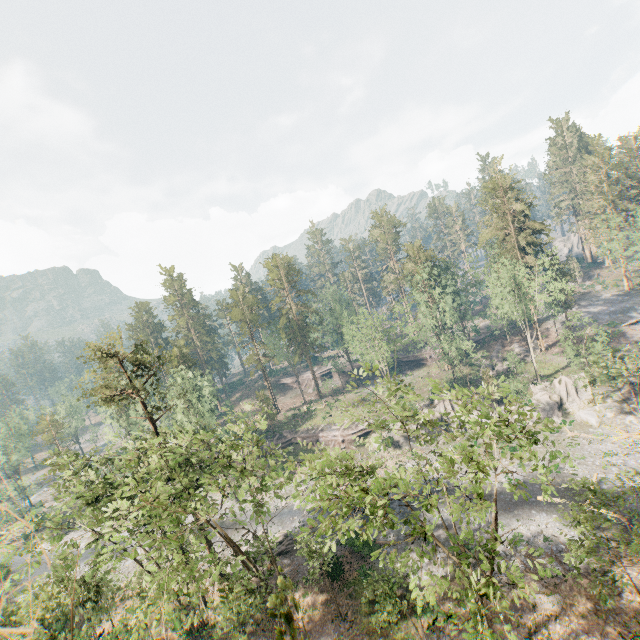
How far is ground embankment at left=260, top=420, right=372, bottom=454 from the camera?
50.6 meters

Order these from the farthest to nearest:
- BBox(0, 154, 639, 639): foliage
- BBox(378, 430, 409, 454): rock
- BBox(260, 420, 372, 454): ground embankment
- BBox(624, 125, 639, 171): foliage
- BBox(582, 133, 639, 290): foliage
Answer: BBox(624, 125, 639, 171): foliage
BBox(260, 420, 372, 454): ground embankment
BBox(582, 133, 639, 290): foliage
BBox(378, 430, 409, 454): rock
BBox(0, 154, 639, 639): foliage

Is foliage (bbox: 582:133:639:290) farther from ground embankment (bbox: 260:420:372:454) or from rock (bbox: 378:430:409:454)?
rock (bbox: 378:430:409:454)

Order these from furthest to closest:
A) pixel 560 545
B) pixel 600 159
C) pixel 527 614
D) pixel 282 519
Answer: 1. pixel 600 159
2. pixel 282 519
3. pixel 560 545
4. pixel 527 614

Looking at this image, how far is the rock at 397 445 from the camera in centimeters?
4634cm

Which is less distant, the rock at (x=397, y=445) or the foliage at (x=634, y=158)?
the rock at (x=397, y=445)

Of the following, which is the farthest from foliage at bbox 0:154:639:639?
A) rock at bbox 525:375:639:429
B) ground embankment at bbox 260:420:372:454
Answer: rock at bbox 525:375:639:429

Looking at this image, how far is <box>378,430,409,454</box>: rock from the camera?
46.3m
